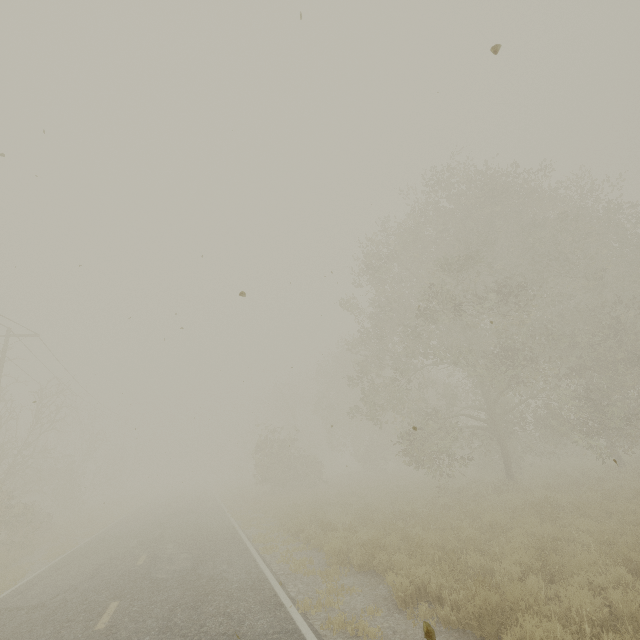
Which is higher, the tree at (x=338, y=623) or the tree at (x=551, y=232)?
the tree at (x=551, y=232)

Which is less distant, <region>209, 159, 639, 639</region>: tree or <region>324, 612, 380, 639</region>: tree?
<region>324, 612, 380, 639</region>: tree

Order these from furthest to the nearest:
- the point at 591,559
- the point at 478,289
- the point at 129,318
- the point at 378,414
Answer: the point at 478,289 < the point at 378,414 < the point at 591,559 < the point at 129,318

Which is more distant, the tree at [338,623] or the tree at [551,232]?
the tree at [551,232]

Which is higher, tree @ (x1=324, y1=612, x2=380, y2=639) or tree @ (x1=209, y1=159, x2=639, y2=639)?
tree @ (x1=209, y1=159, x2=639, y2=639)
